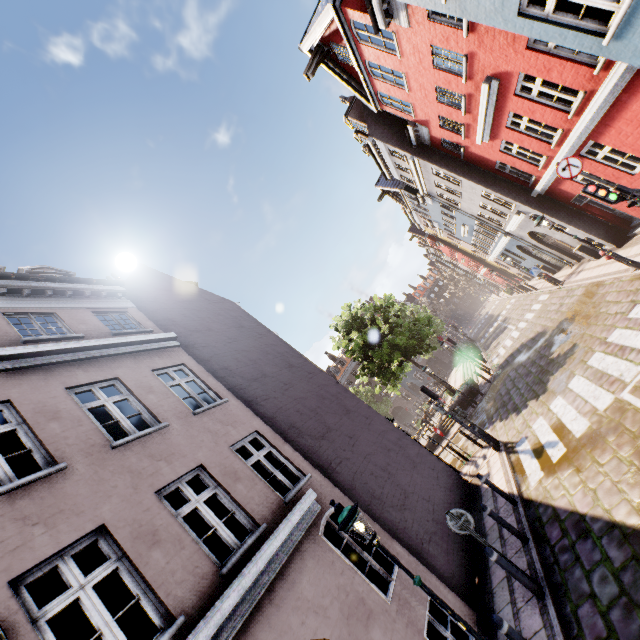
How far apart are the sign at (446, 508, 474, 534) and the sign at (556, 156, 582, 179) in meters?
8.1

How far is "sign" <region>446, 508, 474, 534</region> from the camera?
6.52m

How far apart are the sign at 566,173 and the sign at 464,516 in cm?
809

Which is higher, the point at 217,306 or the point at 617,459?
the point at 217,306

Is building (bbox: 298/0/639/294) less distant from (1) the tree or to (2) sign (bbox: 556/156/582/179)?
(1) the tree

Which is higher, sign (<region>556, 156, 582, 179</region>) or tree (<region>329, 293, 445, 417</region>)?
tree (<region>329, 293, 445, 417</region>)

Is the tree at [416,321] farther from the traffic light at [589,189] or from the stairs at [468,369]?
the traffic light at [589,189]

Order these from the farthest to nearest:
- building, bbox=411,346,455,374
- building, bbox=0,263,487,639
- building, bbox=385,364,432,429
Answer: building, bbox=385,364,432,429, building, bbox=411,346,455,374, building, bbox=0,263,487,639
